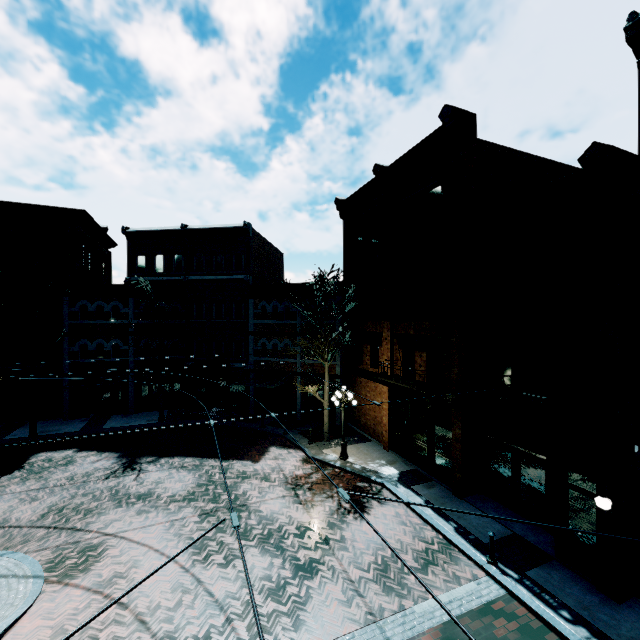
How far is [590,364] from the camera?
8.8m

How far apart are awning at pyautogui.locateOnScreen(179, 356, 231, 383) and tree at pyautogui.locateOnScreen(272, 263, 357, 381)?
7.0 meters

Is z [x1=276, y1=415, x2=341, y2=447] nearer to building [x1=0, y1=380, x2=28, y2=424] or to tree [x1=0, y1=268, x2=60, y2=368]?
building [x1=0, y1=380, x2=28, y2=424]

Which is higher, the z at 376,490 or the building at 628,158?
the building at 628,158

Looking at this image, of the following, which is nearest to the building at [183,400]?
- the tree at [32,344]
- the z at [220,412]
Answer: the z at [220,412]

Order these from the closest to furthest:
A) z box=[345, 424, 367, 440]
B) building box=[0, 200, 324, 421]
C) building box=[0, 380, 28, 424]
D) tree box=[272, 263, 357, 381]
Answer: tree box=[272, 263, 357, 381]
z box=[345, 424, 367, 440]
building box=[0, 380, 28, 424]
building box=[0, 200, 324, 421]

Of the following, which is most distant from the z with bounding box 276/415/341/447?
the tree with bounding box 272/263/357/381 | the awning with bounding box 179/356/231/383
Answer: the awning with bounding box 179/356/231/383
